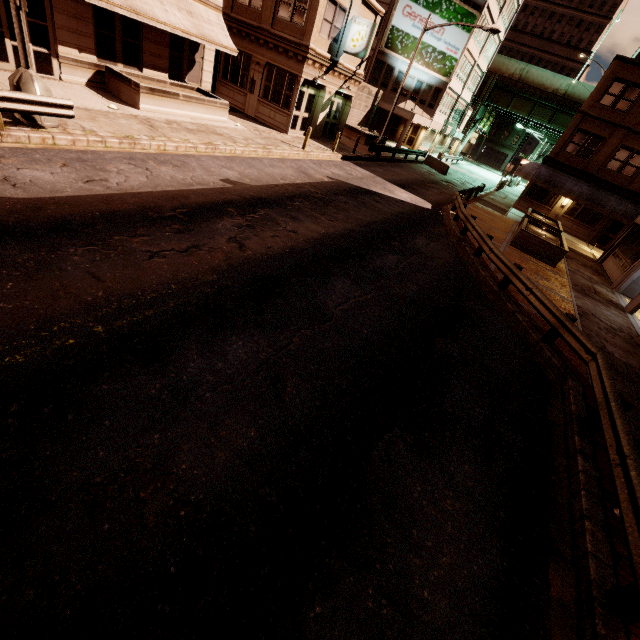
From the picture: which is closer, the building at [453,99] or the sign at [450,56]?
the sign at [450,56]

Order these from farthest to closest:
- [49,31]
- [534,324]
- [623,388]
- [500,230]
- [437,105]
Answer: [437,105]
[500,230]
[49,31]
[534,324]
[623,388]

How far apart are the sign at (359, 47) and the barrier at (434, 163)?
16.4 meters

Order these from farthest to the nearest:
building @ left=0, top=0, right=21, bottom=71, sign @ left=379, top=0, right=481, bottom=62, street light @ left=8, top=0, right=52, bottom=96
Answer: sign @ left=379, top=0, right=481, bottom=62 < building @ left=0, top=0, right=21, bottom=71 < street light @ left=8, top=0, right=52, bottom=96

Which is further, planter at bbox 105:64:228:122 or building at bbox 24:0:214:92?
planter at bbox 105:64:228:122

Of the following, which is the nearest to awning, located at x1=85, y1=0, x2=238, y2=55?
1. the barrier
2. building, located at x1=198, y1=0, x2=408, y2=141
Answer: building, located at x1=198, y1=0, x2=408, y2=141

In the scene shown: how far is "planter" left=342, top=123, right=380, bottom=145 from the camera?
29.7 meters

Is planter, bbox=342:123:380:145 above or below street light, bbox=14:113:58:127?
above
